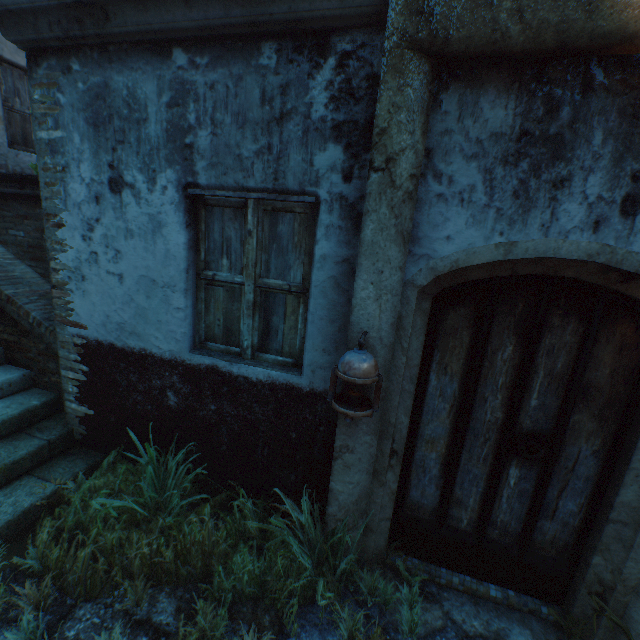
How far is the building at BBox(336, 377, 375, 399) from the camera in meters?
2.1 m

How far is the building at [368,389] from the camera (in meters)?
2.09

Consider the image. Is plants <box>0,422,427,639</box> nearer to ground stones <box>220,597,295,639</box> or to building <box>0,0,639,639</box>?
ground stones <box>220,597,295,639</box>

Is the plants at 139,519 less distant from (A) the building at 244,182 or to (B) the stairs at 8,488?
(B) the stairs at 8,488

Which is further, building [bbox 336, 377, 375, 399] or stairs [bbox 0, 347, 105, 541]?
stairs [bbox 0, 347, 105, 541]

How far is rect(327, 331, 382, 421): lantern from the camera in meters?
1.8

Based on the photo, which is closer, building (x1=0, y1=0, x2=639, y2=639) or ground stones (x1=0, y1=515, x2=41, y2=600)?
building (x1=0, y1=0, x2=639, y2=639)

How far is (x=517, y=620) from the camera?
2.3 meters
